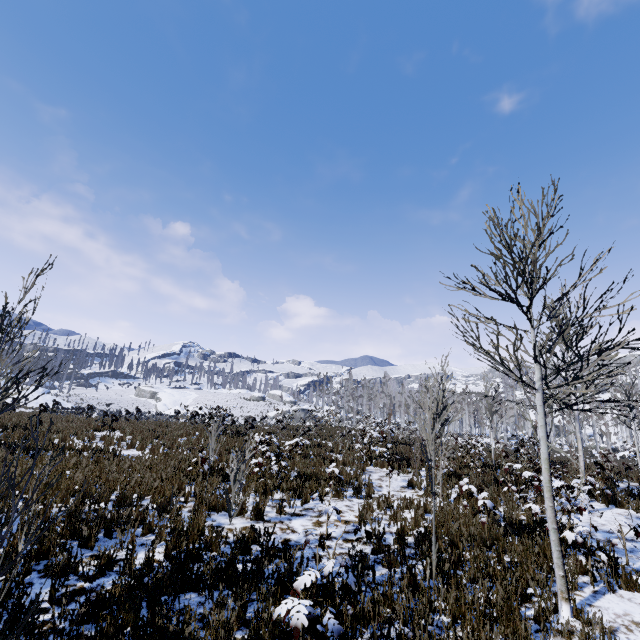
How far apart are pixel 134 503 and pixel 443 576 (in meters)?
6.21
